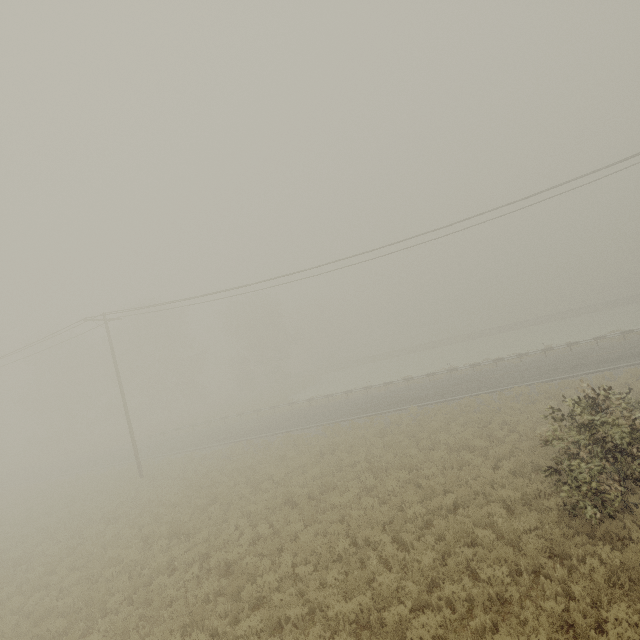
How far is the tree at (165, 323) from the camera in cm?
4491

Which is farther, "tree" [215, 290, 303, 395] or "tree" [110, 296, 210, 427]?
"tree" [215, 290, 303, 395]

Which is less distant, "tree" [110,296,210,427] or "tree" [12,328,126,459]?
"tree" [110,296,210,427]

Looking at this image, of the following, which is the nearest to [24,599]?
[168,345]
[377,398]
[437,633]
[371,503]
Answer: [371,503]

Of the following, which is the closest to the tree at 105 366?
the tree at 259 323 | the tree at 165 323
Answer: the tree at 165 323

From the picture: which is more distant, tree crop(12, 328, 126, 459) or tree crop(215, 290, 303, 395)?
tree crop(215, 290, 303, 395)

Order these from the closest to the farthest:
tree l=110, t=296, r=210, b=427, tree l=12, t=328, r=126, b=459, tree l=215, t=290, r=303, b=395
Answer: tree l=110, t=296, r=210, b=427
tree l=12, t=328, r=126, b=459
tree l=215, t=290, r=303, b=395

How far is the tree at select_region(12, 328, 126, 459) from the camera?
46.25m
